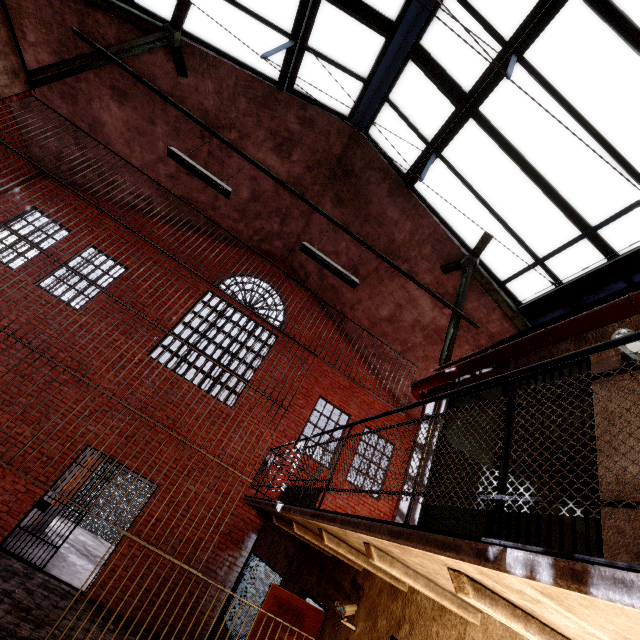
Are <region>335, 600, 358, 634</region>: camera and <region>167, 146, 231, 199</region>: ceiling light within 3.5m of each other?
no

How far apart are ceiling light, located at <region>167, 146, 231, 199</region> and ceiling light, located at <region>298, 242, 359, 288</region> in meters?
1.4

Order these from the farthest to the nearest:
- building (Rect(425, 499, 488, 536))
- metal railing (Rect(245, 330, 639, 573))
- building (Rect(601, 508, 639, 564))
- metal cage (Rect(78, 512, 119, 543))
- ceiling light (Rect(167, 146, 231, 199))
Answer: metal cage (Rect(78, 512, 119, 543)), ceiling light (Rect(167, 146, 231, 199)), building (Rect(425, 499, 488, 536)), building (Rect(601, 508, 639, 564)), metal railing (Rect(245, 330, 639, 573))

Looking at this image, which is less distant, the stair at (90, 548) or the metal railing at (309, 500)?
the metal railing at (309, 500)

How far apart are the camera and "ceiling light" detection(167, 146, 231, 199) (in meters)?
5.86

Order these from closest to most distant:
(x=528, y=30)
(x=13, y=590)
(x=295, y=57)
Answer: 1. (x=528, y=30)
2. (x=13, y=590)
3. (x=295, y=57)

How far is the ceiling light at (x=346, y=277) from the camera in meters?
5.5 m

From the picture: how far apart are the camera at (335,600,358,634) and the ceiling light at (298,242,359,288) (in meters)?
4.33
